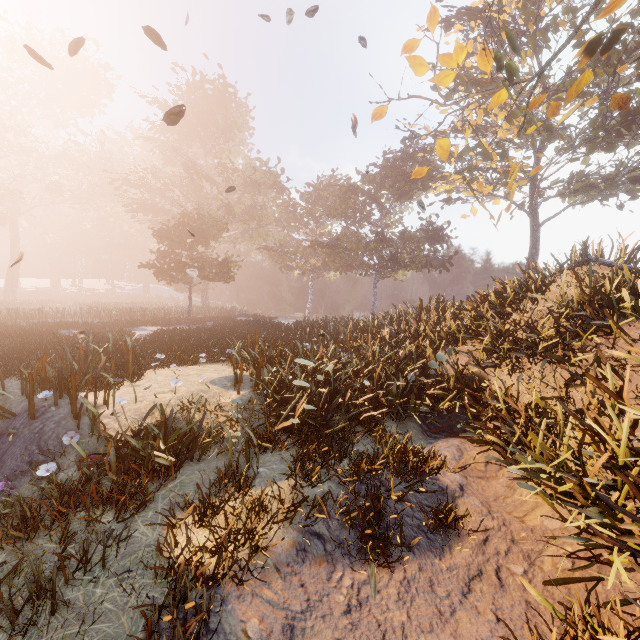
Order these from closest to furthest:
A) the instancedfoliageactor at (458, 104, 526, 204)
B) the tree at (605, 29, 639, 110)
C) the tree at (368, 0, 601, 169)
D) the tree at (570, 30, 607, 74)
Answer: the tree at (368, 0, 601, 169)
the tree at (570, 30, 607, 74)
the tree at (605, 29, 639, 110)
the instancedfoliageactor at (458, 104, 526, 204)

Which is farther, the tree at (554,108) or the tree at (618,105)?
the tree at (554,108)

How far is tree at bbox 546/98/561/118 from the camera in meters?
10.4 m

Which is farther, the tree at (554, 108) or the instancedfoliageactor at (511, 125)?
the instancedfoliageactor at (511, 125)

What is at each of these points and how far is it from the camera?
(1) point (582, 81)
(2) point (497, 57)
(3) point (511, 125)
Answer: (1) tree, 10.0 meters
(2) tree, 8.2 meters
(3) instancedfoliageactor, 23.7 meters

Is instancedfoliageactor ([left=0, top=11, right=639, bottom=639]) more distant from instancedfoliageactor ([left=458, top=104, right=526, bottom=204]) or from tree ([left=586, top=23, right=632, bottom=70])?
tree ([left=586, top=23, right=632, bottom=70])

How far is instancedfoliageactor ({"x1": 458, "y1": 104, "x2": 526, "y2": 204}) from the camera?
21.8m

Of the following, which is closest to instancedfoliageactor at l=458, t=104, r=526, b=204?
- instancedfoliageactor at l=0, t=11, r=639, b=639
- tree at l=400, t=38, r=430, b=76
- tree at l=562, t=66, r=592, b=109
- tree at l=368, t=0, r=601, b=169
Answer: tree at l=562, t=66, r=592, b=109
